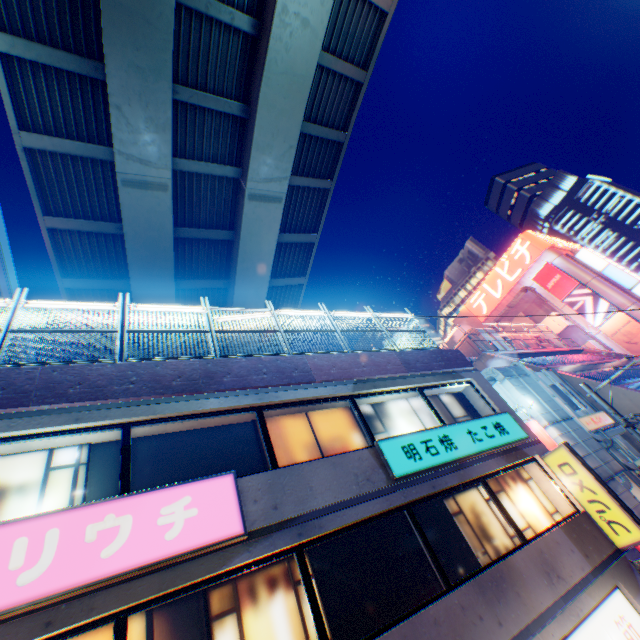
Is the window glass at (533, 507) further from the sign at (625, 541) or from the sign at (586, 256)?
the sign at (586, 256)

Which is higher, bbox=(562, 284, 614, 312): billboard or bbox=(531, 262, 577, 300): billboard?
bbox=(531, 262, 577, 300): billboard

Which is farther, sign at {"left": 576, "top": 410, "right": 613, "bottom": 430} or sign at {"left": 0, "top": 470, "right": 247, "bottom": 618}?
sign at {"left": 576, "top": 410, "right": 613, "bottom": 430}

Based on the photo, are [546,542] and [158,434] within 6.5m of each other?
no

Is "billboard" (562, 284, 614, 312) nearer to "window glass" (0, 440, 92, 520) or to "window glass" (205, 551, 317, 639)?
"window glass" (205, 551, 317, 639)

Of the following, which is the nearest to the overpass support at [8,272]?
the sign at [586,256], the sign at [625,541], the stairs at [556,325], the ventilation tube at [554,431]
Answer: the sign at [586,256]

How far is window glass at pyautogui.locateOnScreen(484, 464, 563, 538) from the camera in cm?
864

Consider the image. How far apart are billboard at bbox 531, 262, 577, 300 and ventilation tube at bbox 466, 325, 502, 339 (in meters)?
14.89
